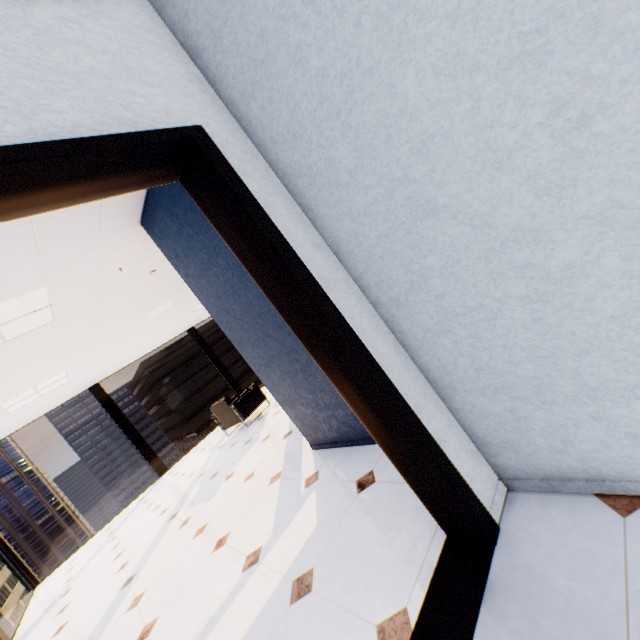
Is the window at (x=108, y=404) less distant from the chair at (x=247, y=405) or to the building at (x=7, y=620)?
the chair at (x=247, y=405)

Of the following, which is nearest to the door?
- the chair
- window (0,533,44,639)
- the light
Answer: window (0,533,44,639)

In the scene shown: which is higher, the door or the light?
the light

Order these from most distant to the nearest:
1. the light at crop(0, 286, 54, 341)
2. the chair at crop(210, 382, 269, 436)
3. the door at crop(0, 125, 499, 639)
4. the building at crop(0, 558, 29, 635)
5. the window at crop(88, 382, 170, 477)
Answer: the building at crop(0, 558, 29, 635), the window at crop(88, 382, 170, 477), the chair at crop(210, 382, 269, 436), the light at crop(0, 286, 54, 341), the door at crop(0, 125, 499, 639)

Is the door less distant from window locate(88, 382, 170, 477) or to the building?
window locate(88, 382, 170, 477)

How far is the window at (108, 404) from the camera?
8.4m

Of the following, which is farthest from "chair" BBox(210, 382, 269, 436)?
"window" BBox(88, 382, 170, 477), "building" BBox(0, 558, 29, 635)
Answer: "building" BBox(0, 558, 29, 635)

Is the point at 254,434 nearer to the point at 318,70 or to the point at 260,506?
the point at 260,506
